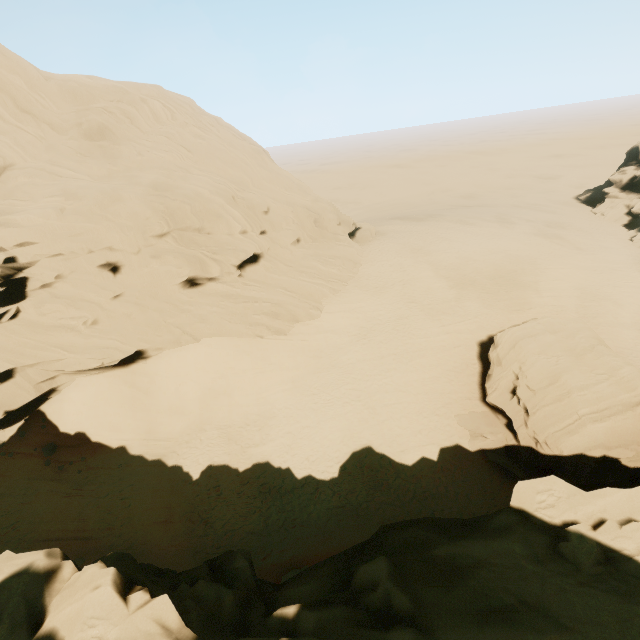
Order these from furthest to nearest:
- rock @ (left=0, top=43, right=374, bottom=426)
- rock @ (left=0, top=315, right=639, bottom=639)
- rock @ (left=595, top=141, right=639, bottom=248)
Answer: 1. rock @ (left=595, top=141, right=639, bottom=248)
2. rock @ (left=0, top=43, right=374, bottom=426)
3. rock @ (left=0, top=315, right=639, bottom=639)

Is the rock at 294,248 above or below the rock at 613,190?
above

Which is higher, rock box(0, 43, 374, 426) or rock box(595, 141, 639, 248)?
rock box(0, 43, 374, 426)

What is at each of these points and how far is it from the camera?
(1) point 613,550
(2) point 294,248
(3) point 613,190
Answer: (1) rock, 9.1m
(2) rock, 32.0m
(3) rock, 59.7m

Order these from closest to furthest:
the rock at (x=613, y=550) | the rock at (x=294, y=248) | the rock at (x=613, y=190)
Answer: the rock at (x=613, y=550)
the rock at (x=294, y=248)
the rock at (x=613, y=190)

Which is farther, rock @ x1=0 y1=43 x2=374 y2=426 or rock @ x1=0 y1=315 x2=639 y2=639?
rock @ x1=0 y1=43 x2=374 y2=426
